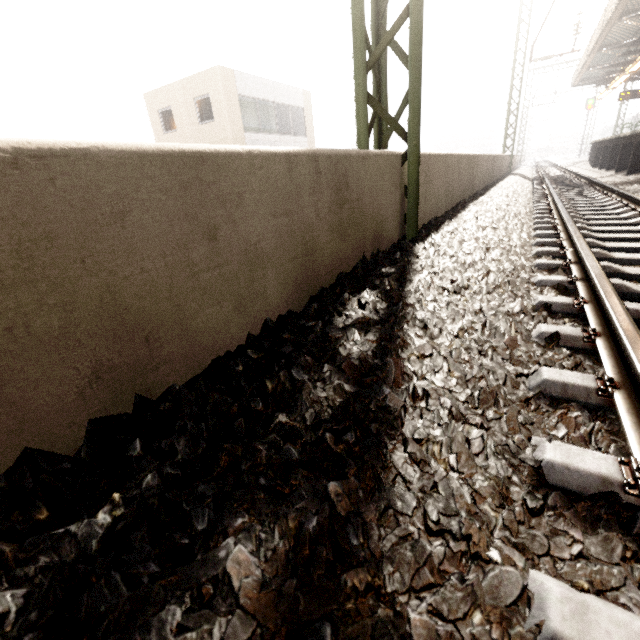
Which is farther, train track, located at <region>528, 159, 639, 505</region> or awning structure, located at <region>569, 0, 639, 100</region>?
awning structure, located at <region>569, 0, 639, 100</region>

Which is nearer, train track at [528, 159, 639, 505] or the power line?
train track at [528, 159, 639, 505]

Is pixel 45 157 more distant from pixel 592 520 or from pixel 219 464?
pixel 592 520

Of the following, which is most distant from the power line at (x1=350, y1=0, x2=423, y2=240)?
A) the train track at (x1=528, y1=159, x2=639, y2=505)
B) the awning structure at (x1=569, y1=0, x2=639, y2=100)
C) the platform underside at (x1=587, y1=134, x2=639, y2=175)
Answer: the platform underside at (x1=587, y1=134, x2=639, y2=175)

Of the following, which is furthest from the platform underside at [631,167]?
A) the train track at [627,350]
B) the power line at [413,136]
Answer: the power line at [413,136]

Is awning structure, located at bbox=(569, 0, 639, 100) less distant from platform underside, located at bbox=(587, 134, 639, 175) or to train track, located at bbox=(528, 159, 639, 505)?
platform underside, located at bbox=(587, 134, 639, 175)

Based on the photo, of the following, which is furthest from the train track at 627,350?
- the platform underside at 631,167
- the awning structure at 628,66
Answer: the awning structure at 628,66

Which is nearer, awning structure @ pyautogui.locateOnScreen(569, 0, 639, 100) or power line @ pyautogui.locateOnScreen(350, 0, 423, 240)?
power line @ pyautogui.locateOnScreen(350, 0, 423, 240)
